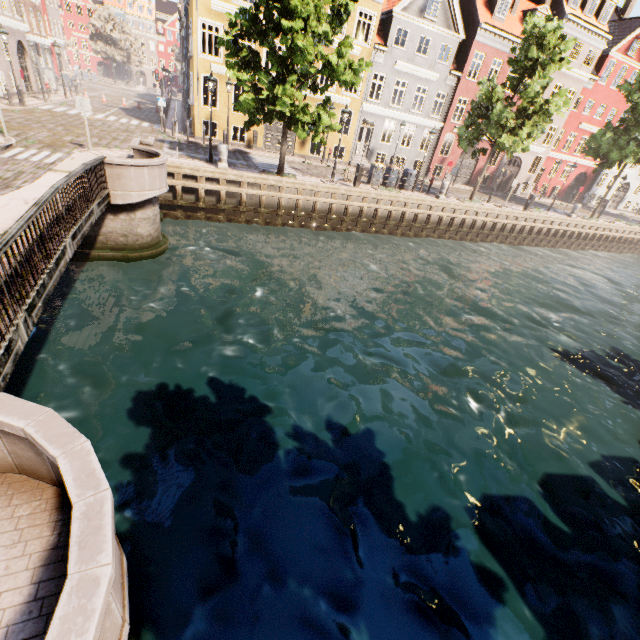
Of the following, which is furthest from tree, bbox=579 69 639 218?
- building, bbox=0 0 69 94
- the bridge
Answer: building, bbox=0 0 69 94

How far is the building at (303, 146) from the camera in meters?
24.7

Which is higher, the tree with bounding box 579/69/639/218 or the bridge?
the tree with bounding box 579/69/639/218

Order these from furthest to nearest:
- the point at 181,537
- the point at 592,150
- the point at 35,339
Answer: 1. the point at 592,150
2. the point at 35,339
3. the point at 181,537

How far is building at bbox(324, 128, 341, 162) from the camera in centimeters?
2533cm

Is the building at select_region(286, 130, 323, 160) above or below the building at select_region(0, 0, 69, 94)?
below
